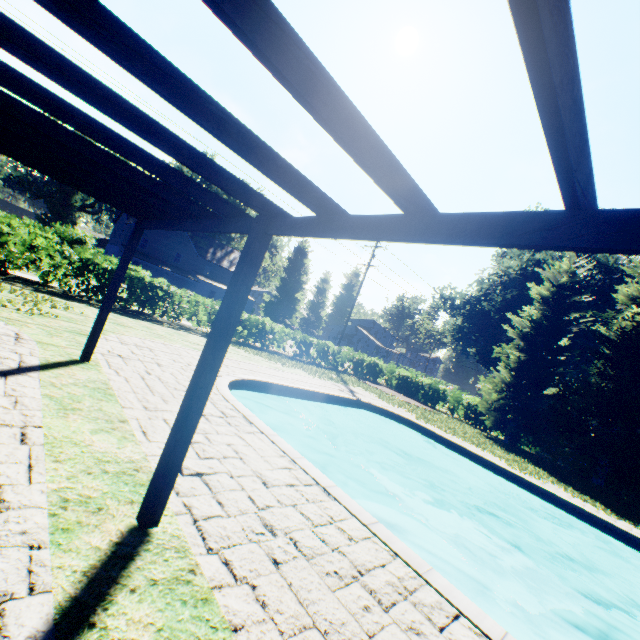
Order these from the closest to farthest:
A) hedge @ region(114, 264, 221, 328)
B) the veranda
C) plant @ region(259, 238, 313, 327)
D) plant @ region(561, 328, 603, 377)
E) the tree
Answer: the veranda → hedge @ region(114, 264, 221, 328) → the tree → plant @ region(561, 328, 603, 377) → plant @ region(259, 238, 313, 327)

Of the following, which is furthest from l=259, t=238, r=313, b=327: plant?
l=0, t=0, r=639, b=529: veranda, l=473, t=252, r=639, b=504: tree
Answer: l=0, t=0, r=639, b=529: veranda

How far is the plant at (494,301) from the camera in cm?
3212

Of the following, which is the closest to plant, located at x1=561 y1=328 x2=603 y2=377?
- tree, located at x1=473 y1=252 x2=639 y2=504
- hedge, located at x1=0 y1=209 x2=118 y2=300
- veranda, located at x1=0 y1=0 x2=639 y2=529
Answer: tree, located at x1=473 y1=252 x2=639 y2=504

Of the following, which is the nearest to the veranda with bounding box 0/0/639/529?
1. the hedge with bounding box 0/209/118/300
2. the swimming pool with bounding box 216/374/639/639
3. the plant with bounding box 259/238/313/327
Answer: the swimming pool with bounding box 216/374/639/639

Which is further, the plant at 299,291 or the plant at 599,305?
the plant at 299,291

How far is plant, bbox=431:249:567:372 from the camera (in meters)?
32.12

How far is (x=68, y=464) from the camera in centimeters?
331cm
